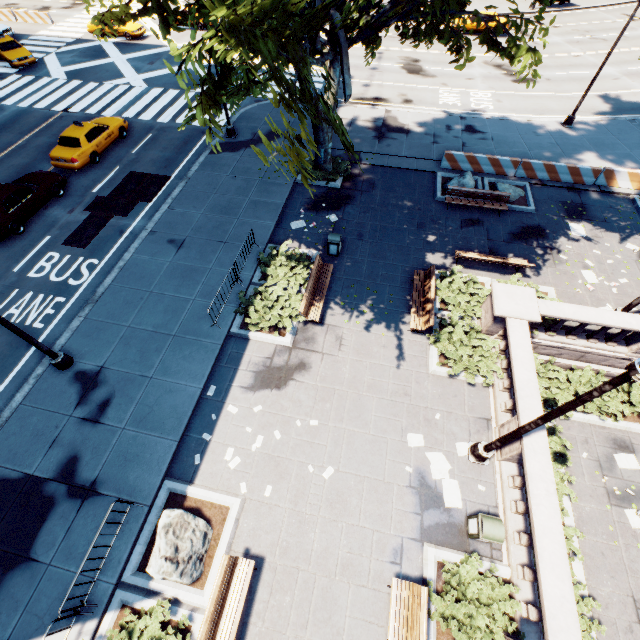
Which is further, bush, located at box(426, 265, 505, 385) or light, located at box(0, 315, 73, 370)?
bush, located at box(426, 265, 505, 385)

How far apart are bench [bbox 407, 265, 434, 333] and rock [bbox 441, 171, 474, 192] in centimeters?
603cm

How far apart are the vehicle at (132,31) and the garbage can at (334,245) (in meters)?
32.54

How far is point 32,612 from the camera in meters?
7.7 m

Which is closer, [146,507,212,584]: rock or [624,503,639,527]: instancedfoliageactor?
[146,507,212,584]: rock

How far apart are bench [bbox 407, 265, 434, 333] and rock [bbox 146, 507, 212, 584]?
8.8 meters

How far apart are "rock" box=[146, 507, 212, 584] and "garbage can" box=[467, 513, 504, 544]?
A: 6.8 meters

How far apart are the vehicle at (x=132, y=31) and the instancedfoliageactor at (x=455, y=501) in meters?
41.6 m
